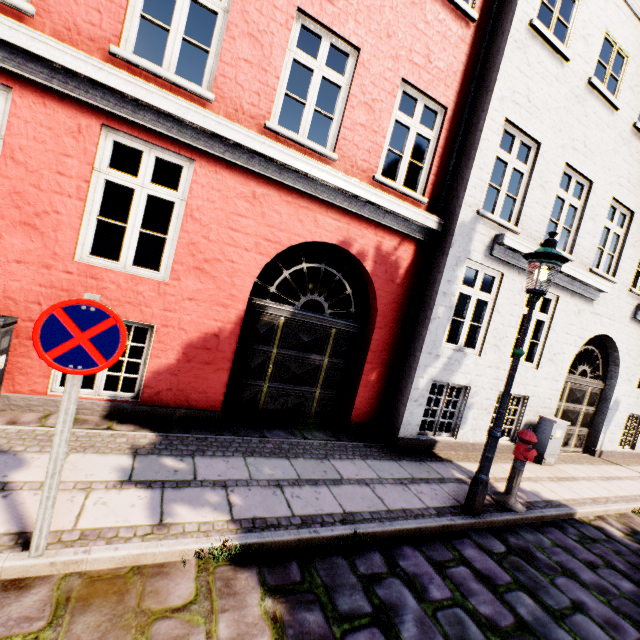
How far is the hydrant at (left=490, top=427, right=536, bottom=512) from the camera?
4.85m

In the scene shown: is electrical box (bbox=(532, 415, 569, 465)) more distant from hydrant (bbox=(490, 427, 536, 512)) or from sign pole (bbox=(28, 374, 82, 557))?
sign pole (bbox=(28, 374, 82, 557))

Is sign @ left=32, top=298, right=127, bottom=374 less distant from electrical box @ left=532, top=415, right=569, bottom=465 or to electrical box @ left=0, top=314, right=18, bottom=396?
electrical box @ left=0, top=314, right=18, bottom=396

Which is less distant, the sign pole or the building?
the sign pole

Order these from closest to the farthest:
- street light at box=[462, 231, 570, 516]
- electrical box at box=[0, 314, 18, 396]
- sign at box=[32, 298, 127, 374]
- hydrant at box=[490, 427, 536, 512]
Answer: sign at box=[32, 298, 127, 374], electrical box at box=[0, 314, 18, 396], street light at box=[462, 231, 570, 516], hydrant at box=[490, 427, 536, 512]

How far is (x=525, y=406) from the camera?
7.6 meters

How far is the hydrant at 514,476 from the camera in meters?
4.8

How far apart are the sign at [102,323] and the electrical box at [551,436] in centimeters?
849cm
